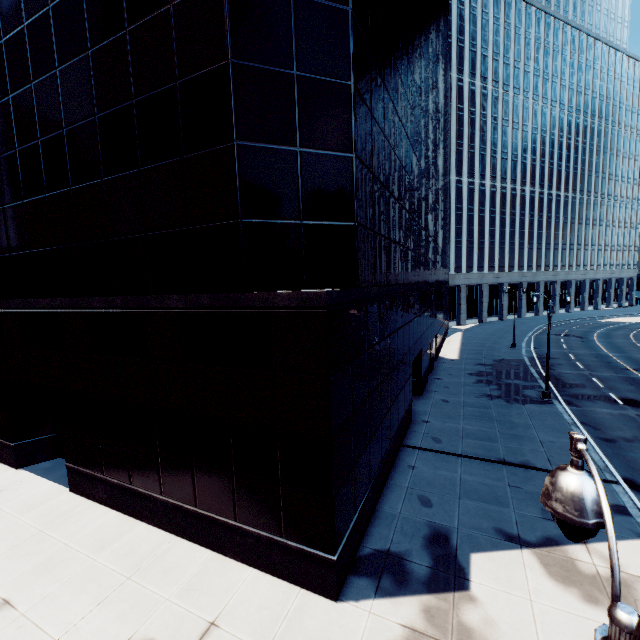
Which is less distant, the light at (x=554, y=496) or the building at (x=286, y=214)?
the light at (x=554, y=496)

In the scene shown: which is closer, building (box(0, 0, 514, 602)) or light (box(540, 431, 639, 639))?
light (box(540, 431, 639, 639))

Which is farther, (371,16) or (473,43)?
(473,43)
